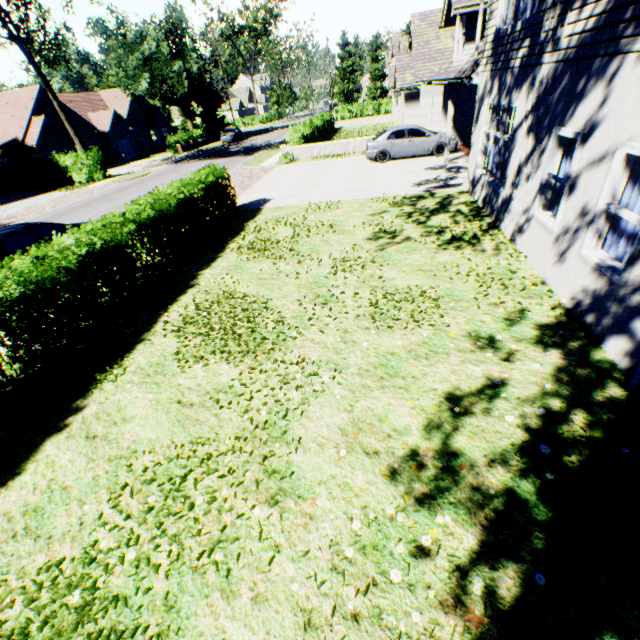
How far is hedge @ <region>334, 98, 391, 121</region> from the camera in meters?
46.8

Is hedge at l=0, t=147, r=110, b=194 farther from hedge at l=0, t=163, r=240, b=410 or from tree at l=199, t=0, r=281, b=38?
hedge at l=0, t=163, r=240, b=410

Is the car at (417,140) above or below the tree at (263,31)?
below

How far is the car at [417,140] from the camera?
17.0 meters

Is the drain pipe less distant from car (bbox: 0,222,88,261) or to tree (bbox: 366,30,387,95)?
tree (bbox: 366,30,387,95)

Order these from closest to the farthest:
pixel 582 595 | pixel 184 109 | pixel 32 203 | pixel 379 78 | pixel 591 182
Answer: pixel 582 595
pixel 591 182
pixel 32 203
pixel 184 109
pixel 379 78

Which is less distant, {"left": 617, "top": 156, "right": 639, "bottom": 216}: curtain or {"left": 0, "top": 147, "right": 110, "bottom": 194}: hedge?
{"left": 617, "top": 156, "right": 639, "bottom": 216}: curtain

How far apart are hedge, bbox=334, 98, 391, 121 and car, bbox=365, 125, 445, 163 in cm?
3482
